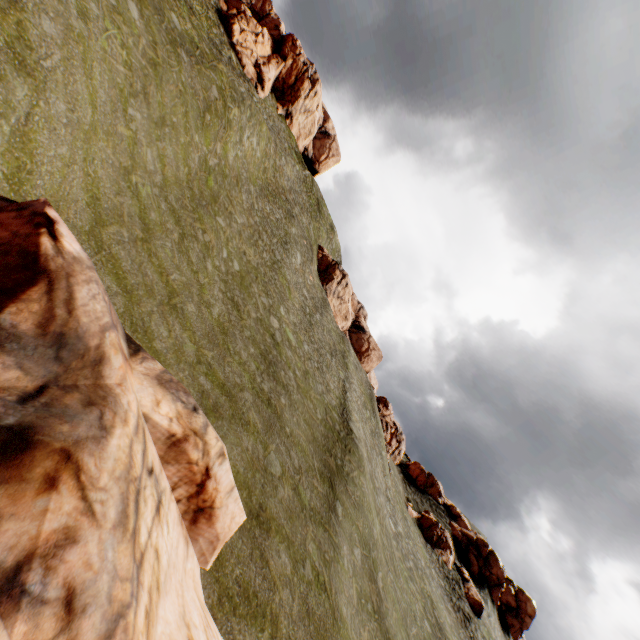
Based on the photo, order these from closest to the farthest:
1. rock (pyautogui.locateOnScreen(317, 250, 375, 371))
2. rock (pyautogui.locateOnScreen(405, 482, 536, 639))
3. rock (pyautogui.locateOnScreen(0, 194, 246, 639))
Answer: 1. rock (pyautogui.locateOnScreen(0, 194, 246, 639))
2. rock (pyautogui.locateOnScreen(405, 482, 536, 639))
3. rock (pyautogui.locateOnScreen(317, 250, 375, 371))

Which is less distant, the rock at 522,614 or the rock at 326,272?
the rock at 522,614

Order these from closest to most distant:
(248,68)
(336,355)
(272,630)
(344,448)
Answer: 1. (272,630)
2. (344,448)
3. (336,355)
4. (248,68)

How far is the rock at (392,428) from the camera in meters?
50.9 m

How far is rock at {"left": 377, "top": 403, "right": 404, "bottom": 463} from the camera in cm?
5091

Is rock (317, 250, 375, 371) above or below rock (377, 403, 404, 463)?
above

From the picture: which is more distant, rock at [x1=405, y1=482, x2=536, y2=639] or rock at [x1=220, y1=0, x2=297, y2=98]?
rock at [x1=220, y1=0, x2=297, y2=98]
